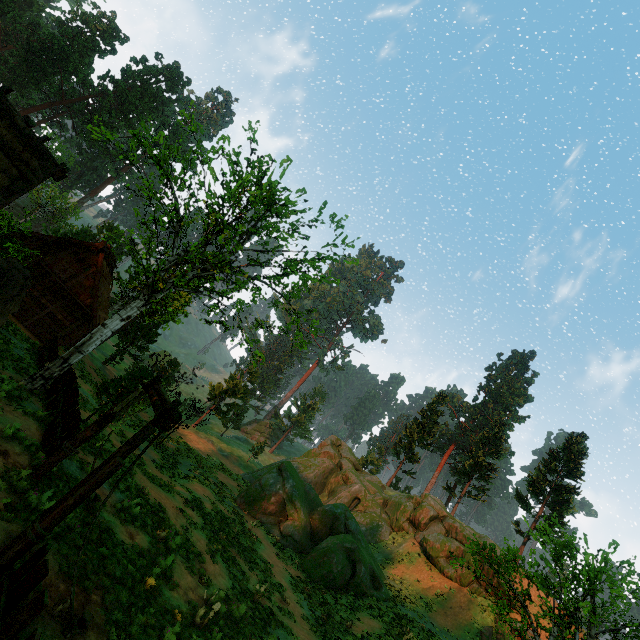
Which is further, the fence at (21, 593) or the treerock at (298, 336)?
the treerock at (298, 336)

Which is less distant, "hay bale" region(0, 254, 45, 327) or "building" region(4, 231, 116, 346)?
"hay bale" region(0, 254, 45, 327)

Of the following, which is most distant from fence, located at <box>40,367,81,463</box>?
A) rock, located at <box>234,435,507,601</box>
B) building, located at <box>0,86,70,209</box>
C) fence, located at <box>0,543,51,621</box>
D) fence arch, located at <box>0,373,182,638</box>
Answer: rock, located at <box>234,435,507,601</box>

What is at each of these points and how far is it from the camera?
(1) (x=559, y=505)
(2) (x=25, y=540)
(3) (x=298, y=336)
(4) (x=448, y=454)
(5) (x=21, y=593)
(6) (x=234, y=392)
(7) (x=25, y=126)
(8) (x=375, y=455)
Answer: (1) treerock, 32.6 meters
(2) fence arch, 5.3 meters
(3) treerock, 18.7 meters
(4) treerock, 59.3 meters
(5) fence, 4.7 meters
(6) treerock, 44.0 meters
(7) building, 14.5 meters
(8) treerock, 57.4 meters

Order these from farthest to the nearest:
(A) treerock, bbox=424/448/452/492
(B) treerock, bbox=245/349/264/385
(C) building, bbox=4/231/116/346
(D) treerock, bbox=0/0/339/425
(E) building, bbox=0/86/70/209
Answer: (A) treerock, bbox=424/448/452/492
(C) building, bbox=4/231/116/346
(B) treerock, bbox=245/349/264/385
(D) treerock, bbox=0/0/339/425
(E) building, bbox=0/86/70/209

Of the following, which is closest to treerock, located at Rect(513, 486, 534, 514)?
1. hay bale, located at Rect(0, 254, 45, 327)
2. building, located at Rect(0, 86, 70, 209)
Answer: building, located at Rect(0, 86, 70, 209)

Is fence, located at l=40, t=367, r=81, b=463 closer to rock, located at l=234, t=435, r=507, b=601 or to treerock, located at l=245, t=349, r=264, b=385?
treerock, located at l=245, t=349, r=264, b=385

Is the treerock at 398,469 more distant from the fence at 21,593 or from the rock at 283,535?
the fence at 21,593
